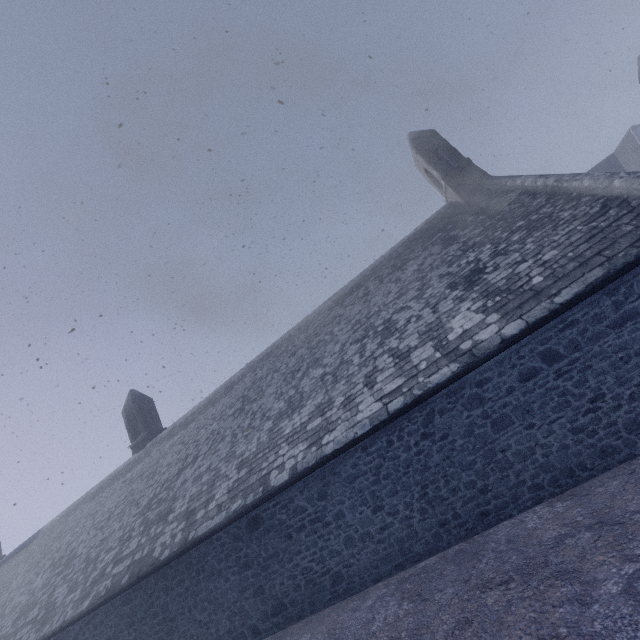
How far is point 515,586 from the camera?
4.54m
